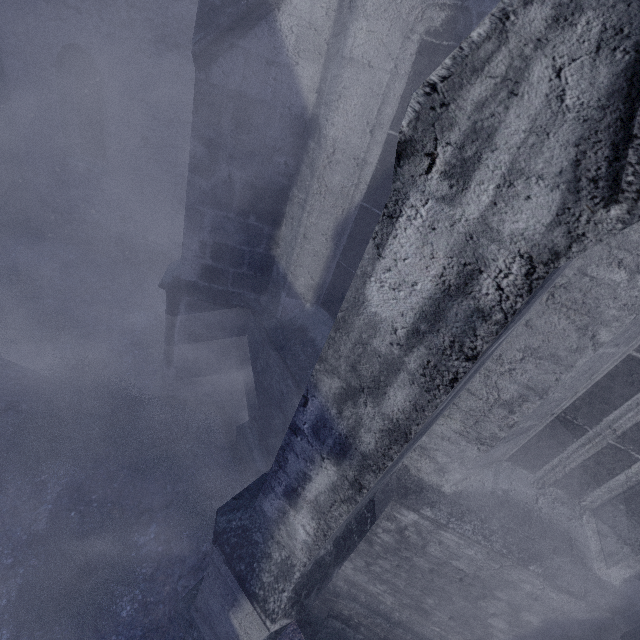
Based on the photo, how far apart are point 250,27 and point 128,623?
5.9m
